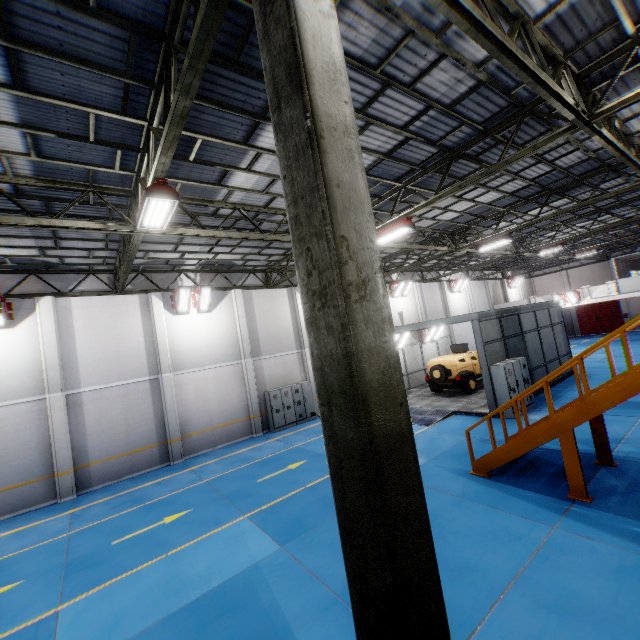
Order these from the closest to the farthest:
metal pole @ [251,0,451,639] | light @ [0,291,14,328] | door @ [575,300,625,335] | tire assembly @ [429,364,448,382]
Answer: metal pole @ [251,0,451,639] < light @ [0,291,14,328] < tire assembly @ [429,364,448,382] < door @ [575,300,625,335]

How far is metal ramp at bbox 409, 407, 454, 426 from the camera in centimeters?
1432cm

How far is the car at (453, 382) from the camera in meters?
17.5

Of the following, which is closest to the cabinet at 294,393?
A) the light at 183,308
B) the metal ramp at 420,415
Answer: the metal ramp at 420,415

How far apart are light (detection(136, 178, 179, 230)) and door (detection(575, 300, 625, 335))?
45.2 meters

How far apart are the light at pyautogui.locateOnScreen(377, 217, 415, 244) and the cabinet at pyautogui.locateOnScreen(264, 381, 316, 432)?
9.8m

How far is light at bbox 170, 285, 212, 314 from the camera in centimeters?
1523cm

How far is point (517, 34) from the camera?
5.7m
